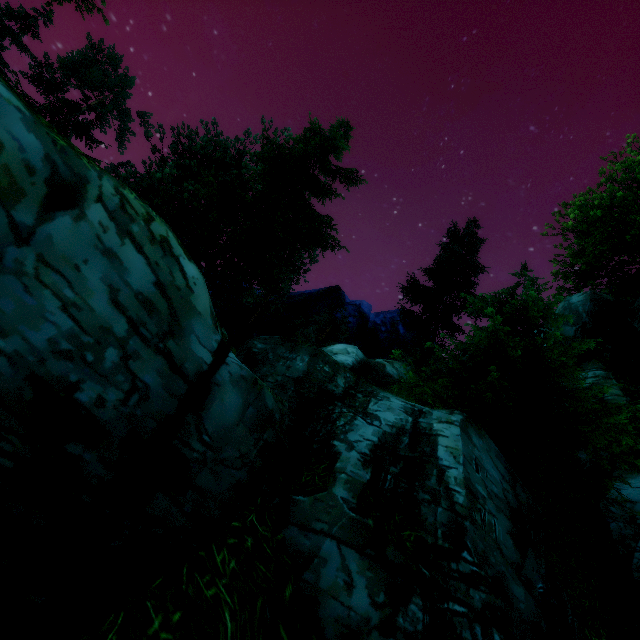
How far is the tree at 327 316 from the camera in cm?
4503

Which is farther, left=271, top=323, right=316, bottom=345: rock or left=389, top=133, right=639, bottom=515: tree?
left=271, top=323, right=316, bottom=345: rock

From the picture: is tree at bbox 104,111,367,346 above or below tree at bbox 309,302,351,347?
below

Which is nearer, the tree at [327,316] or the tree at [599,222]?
the tree at [599,222]

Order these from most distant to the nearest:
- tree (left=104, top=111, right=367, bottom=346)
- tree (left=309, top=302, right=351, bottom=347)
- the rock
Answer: tree (left=309, top=302, right=351, bottom=347) → the rock → tree (left=104, top=111, right=367, bottom=346)

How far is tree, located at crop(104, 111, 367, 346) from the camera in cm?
1262

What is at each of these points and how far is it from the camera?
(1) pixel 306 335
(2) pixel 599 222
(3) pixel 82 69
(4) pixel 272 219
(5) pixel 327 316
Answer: (1) rock, 28.5m
(2) tree, 19.8m
(3) tree, 38.1m
(4) tree, 11.4m
(5) tree, 47.3m
